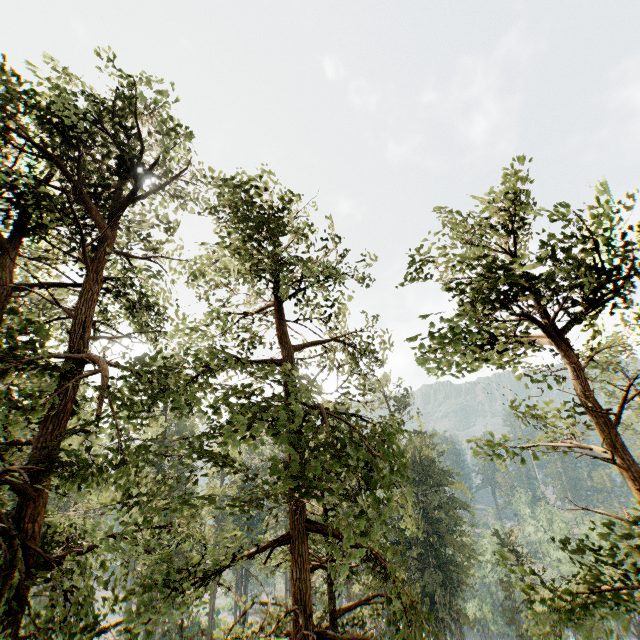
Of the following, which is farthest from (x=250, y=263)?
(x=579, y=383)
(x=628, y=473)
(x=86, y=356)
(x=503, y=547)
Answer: (x=503, y=547)
